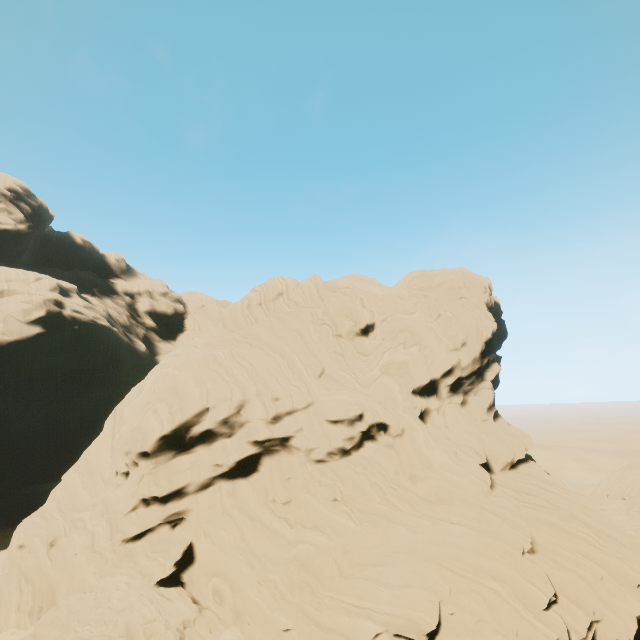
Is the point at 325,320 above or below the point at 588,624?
above
